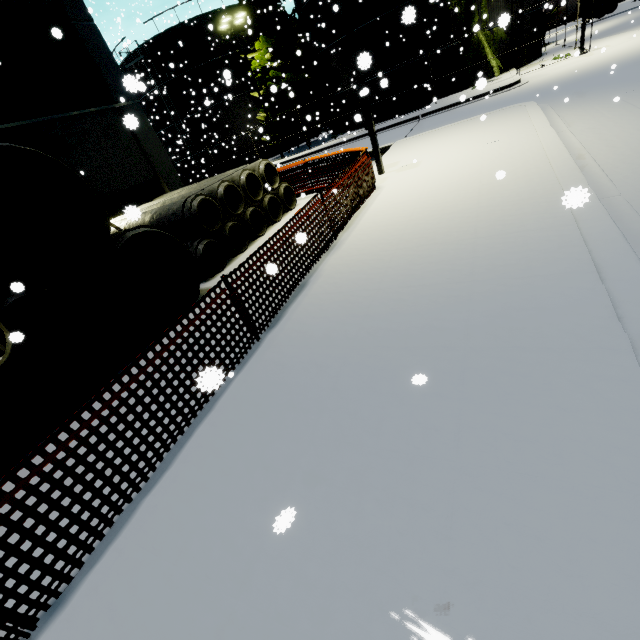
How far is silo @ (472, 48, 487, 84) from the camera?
3.3 meters

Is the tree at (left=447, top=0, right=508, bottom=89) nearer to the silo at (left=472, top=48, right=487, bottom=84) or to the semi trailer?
the silo at (left=472, top=48, right=487, bottom=84)

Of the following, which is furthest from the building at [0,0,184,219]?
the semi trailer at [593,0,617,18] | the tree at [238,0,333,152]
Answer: the semi trailer at [593,0,617,18]

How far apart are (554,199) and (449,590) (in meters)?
5.69

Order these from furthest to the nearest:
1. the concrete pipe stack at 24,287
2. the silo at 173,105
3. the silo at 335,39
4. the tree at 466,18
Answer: the silo at 173,105 → the silo at 335,39 → the tree at 466,18 → the concrete pipe stack at 24,287

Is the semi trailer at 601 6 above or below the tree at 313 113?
below

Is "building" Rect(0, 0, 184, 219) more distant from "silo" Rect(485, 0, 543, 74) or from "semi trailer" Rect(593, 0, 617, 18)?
"semi trailer" Rect(593, 0, 617, 18)

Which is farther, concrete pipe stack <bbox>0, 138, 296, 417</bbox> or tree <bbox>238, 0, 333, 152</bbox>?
tree <bbox>238, 0, 333, 152</bbox>
